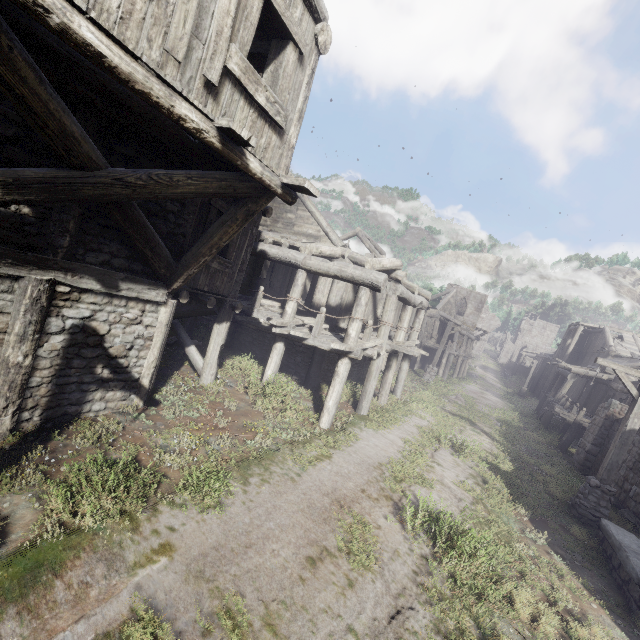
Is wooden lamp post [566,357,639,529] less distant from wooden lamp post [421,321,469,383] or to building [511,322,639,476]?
building [511,322,639,476]

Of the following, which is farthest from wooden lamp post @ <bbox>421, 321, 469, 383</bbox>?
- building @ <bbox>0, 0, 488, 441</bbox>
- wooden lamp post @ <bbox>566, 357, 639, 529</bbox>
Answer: wooden lamp post @ <bbox>566, 357, 639, 529</bbox>

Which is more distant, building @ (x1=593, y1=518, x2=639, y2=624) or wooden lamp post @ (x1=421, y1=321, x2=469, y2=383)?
wooden lamp post @ (x1=421, y1=321, x2=469, y2=383)

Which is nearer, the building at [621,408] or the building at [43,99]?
the building at [43,99]

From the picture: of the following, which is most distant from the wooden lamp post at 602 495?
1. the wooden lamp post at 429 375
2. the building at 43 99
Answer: the wooden lamp post at 429 375

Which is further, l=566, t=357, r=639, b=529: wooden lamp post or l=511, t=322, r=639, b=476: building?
l=511, t=322, r=639, b=476: building

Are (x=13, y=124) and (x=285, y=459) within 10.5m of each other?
yes

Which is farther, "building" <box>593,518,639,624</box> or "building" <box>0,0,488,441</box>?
"building" <box>593,518,639,624</box>
